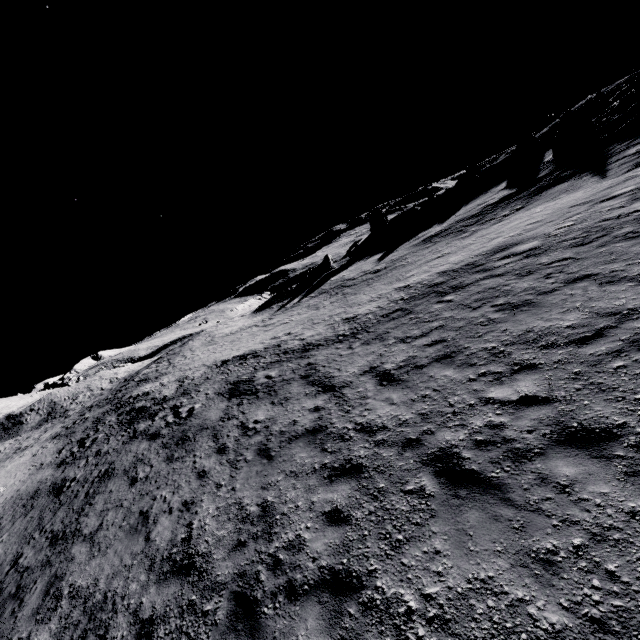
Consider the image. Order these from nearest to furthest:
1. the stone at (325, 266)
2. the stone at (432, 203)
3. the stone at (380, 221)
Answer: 1. the stone at (432, 203)
2. the stone at (325, 266)
3. the stone at (380, 221)

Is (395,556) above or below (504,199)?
below

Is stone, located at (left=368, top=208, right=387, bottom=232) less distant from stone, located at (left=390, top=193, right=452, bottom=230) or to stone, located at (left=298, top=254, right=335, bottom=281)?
stone, located at (left=390, top=193, right=452, bottom=230)

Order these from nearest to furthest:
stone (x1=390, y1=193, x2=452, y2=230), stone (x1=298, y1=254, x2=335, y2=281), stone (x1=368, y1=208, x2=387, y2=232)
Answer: stone (x1=390, y1=193, x2=452, y2=230) → stone (x1=298, y1=254, x2=335, y2=281) → stone (x1=368, y1=208, x2=387, y2=232)

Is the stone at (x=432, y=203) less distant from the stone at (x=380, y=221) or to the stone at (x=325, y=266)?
the stone at (x=380, y=221)

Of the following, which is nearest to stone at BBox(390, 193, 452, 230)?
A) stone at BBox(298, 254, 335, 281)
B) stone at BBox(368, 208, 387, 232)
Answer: stone at BBox(368, 208, 387, 232)
